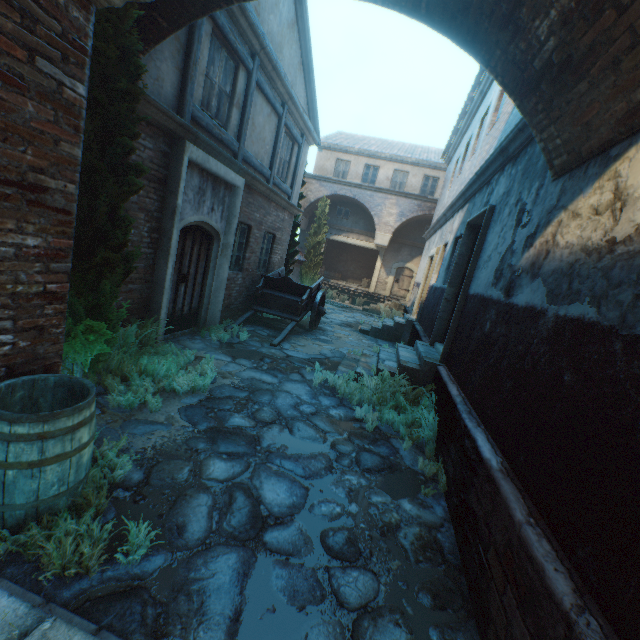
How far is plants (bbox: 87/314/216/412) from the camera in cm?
416

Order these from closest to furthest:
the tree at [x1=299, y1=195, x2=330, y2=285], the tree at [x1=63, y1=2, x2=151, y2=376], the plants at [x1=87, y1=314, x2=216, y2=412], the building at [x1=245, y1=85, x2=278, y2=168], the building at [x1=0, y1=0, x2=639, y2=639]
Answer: the building at [x1=0, y1=0, x2=639, y2=639] → the tree at [x1=63, y1=2, x2=151, y2=376] → the plants at [x1=87, y1=314, x2=216, y2=412] → the building at [x1=245, y1=85, x2=278, y2=168] → the tree at [x1=299, y1=195, x2=330, y2=285]

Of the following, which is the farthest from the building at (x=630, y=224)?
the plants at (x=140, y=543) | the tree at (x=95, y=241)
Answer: the plants at (x=140, y=543)

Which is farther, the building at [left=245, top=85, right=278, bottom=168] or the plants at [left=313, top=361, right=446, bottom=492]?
the building at [left=245, top=85, right=278, bottom=168]

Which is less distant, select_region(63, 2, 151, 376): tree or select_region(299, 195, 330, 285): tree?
select_region(63, 2, 151, 376): tree

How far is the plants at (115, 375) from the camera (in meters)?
4.16

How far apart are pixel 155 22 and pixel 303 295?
6.8m

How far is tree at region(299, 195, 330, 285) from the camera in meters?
19.5 m
